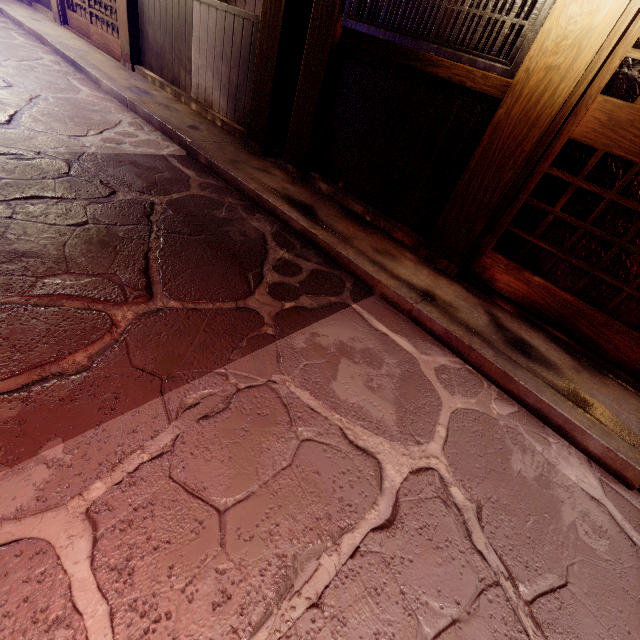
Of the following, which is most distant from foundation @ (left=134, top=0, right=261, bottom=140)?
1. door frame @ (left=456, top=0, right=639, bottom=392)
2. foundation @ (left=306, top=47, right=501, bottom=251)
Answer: door frame @ (left=456, top=0, right=639, bottom=392)

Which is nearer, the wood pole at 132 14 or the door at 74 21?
the wood pole at 132 14

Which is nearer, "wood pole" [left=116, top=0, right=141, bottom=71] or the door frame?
the door frame

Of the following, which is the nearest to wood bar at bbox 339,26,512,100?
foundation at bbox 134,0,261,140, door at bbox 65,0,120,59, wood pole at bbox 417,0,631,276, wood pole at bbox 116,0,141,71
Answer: wood pole at bbox 417,0,631,276

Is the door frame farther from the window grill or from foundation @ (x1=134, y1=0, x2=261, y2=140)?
foundation @ (x1=134, y1=0, x2=261, y2=140)

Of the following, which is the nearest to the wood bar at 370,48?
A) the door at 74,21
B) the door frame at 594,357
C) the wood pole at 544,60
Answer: the wood pole at 544,60

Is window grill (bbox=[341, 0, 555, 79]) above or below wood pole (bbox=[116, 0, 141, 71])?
above

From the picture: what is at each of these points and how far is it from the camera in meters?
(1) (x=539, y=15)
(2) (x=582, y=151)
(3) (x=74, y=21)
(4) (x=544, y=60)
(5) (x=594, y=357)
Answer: (1) window grill, 4.2
(2) door, 4.6
(3) door, 14.0
(4) wood pole, 4.3
(5) door frame, 5.1
